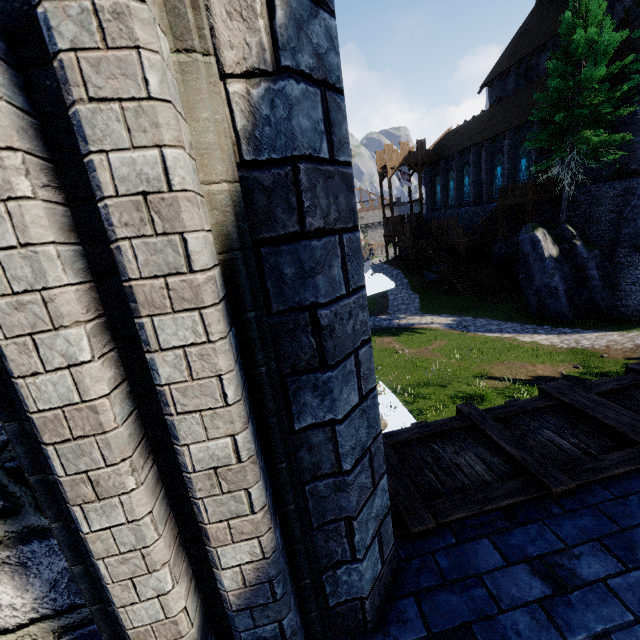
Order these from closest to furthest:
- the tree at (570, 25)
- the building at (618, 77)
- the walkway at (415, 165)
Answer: the tree at (570, 25)
the building at (618, 77)
the walkway at (415, 165)

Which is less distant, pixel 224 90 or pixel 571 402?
pixel 224 90

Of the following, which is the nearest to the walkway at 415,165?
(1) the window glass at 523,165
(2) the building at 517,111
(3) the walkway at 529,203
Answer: (2) the building at 517,111

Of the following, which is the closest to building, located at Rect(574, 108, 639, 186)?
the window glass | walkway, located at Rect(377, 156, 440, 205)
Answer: walkway, located at Rect(377, 156, 440, 205)

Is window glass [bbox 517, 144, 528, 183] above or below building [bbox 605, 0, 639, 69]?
below

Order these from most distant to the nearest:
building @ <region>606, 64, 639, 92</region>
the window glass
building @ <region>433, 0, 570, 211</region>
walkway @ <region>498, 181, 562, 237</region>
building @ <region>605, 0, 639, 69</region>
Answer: the window glass < building @ <region>433, 0, 570, 211</region> < walkway @ <region>498, 181, 562, 237</region> < building @ <region>605, 0, 639, 69</region> < building @ <region>606, 64, 639, 92</region>

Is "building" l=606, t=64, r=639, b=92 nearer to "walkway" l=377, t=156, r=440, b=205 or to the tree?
"walkway" l=377, t=156, r=440, b=205
